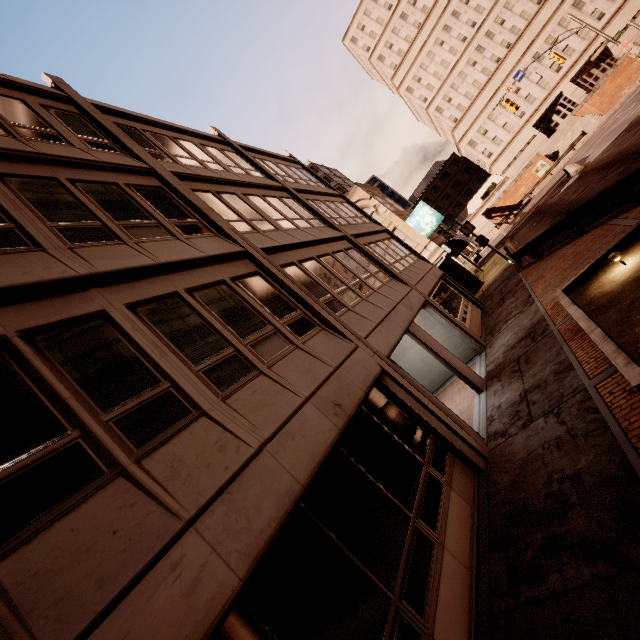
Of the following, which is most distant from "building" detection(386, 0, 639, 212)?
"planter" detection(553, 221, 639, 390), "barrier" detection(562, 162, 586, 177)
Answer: "planter" detection(553, 221, 639, 390)

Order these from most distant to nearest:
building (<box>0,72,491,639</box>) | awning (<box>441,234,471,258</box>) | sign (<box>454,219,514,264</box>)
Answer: awning (<box>441,234,471,258</box>) → sign (<box>454,219,514,264</box>) → building (<box>0,72,491,639</box>)

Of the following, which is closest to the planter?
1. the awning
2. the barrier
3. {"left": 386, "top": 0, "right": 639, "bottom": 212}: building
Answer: the awning

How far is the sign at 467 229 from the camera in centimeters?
2112cm

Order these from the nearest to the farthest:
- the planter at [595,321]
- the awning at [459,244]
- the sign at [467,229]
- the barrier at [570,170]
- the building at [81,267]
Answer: the building at [81,267] < the planter at [595,321] < the sign at [467,229] < the awning at [459,244] < the barrier at [570,170]

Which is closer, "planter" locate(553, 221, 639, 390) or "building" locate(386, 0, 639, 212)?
"planter" locate(553, 221, 639, 390)

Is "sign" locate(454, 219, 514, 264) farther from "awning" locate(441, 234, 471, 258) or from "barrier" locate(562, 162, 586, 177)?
"barrier" locate(562, 162, 586, 177)

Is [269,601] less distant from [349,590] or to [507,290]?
[349,590]
